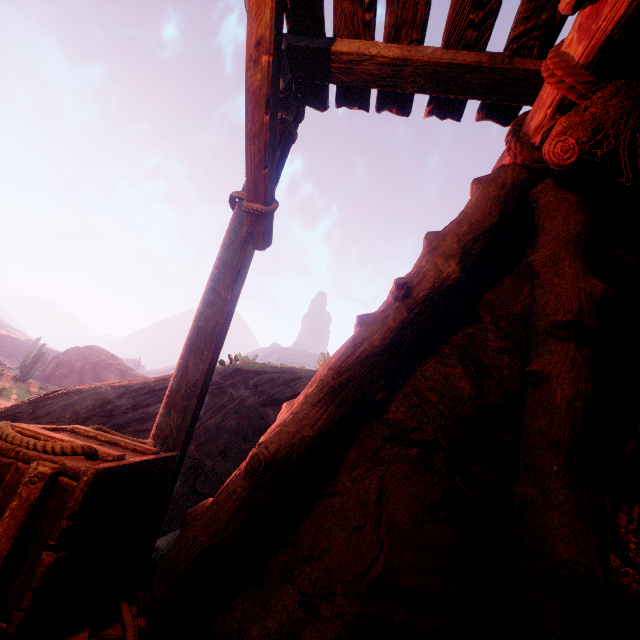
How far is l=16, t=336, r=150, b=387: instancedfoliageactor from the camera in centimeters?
2312cm

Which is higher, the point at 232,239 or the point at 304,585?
the point at 232,239

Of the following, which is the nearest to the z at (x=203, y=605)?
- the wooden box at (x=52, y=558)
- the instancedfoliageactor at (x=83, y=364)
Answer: the wooden box at (x=52, y=558)

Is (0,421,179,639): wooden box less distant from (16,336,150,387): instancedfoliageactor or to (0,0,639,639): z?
(0,0,639,639): z

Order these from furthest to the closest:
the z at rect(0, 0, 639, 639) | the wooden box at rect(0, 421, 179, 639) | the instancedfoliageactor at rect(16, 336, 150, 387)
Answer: the instancedfoliageactor at rect(16, 336, 150, 387) → the z at rect(0, 0, 639, 639) → the wooden box at rect(0, 421, 179, 639)

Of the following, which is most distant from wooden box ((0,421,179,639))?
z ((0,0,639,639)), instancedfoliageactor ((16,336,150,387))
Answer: instancedfoliageactor ((16,336,150,387))
